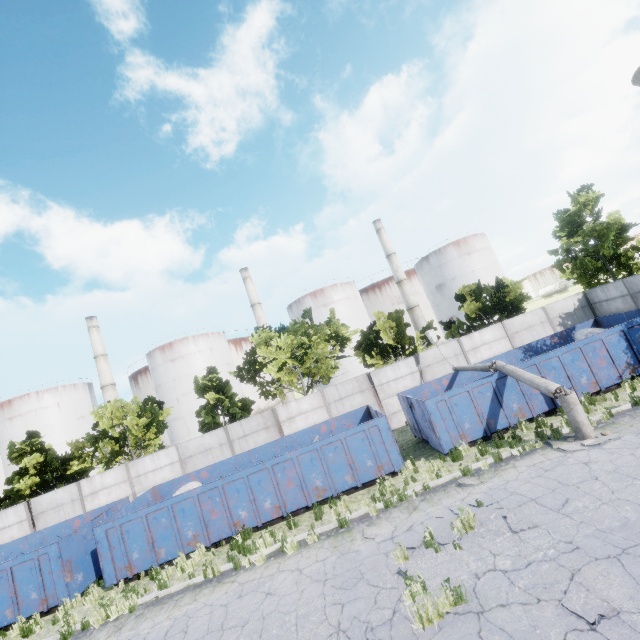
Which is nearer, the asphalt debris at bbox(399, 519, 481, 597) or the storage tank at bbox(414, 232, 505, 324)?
the asphalt debris at bbox(399, 519, 481, 597)

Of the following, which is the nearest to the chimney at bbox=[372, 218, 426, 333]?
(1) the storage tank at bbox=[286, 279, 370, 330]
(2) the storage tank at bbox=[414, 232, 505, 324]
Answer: (2) the storage tank at bbox=[414, 232, 505, 324]

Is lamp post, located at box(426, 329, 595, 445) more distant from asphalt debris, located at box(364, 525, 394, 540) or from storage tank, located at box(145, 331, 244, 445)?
storage tank, located at box(145, 331, 244, 445)

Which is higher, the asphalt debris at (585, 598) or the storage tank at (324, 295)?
the storage tank at (324, 295)

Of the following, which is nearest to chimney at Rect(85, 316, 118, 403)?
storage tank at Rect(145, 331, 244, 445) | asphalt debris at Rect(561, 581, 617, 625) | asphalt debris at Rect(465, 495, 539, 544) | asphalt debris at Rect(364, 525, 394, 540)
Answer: storage tank at Rect(145, 331, 244, 445)

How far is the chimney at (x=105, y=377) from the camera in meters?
→ 48.2 m

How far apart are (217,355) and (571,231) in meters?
47.1 m

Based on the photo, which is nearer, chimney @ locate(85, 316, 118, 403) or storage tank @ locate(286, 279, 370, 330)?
chimney @ locate(85, 316, 118, 403)
